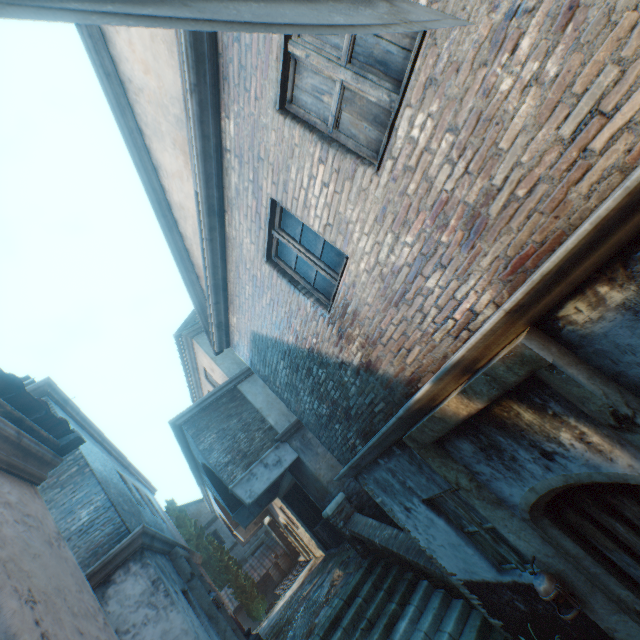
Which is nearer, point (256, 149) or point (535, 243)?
point (535, 243)

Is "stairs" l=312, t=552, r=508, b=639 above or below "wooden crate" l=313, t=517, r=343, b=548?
below

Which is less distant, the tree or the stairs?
the stairs

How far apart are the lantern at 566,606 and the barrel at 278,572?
21.79m

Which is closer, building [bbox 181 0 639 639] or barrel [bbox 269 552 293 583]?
building [bbox 181 0 639 639]

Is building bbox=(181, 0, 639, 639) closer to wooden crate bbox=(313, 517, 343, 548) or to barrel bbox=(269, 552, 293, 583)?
wooden crate bbox=(313, 517, 343, 548)

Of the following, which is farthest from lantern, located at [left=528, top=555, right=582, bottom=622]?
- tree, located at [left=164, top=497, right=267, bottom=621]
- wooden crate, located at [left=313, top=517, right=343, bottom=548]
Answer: tree, located at [left=164, top=497, right=267, bottom=621]

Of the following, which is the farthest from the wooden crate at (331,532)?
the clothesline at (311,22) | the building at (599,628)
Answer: the clothesline at (311,22)
